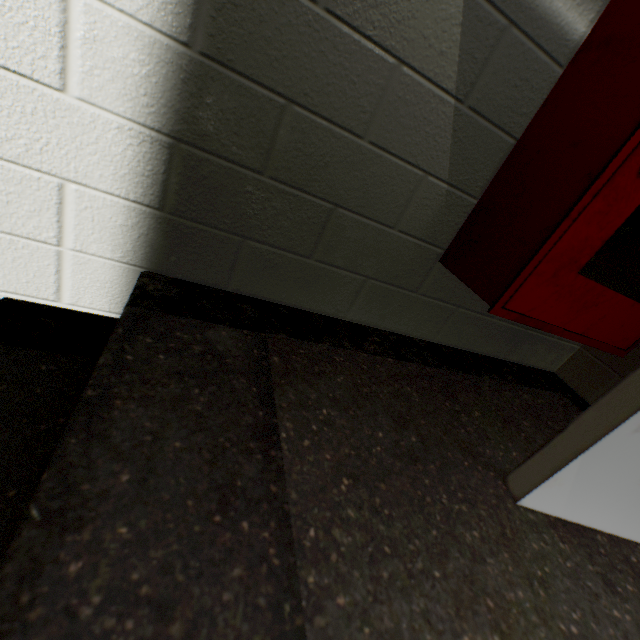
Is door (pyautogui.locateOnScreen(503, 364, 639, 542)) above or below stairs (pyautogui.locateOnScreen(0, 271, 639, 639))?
above

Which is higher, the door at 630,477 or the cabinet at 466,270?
the cabinet at 466,270

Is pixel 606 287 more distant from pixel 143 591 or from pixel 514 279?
pixel 143 591

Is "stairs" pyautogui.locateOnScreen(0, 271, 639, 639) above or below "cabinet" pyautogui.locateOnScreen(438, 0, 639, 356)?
below

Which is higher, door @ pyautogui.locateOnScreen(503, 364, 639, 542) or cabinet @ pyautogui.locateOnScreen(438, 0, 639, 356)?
cabinet @ pyautogui.locateOnScreen(438, 0, 639, 356)

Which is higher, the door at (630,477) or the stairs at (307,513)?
the door at (630,477)
